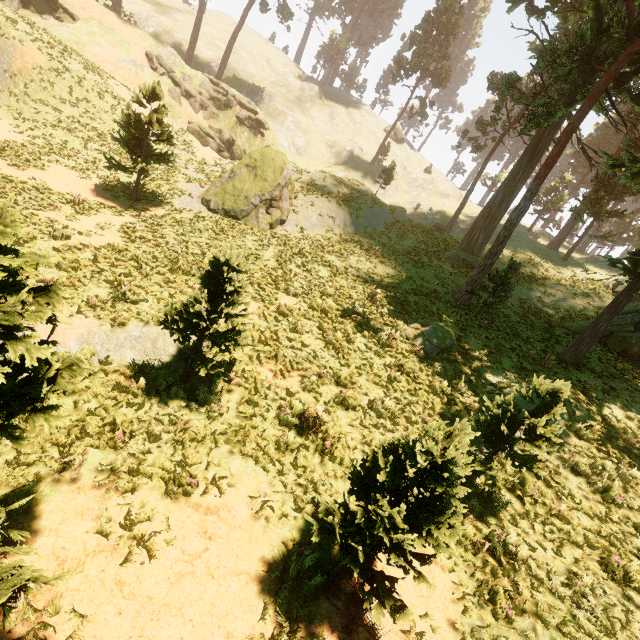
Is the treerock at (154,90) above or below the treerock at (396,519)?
above

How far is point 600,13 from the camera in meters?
16.8

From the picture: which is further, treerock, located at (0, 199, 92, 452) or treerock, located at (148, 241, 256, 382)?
treerock, located at (148, 241, 256, 382)

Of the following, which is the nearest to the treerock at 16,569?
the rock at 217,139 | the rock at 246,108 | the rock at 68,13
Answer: the rock at 68,13

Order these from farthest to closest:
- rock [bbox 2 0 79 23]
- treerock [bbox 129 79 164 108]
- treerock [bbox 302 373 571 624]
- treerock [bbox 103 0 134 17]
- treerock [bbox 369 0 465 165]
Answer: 1. treerock [bbox 369 0 465 165]
2. treerock [bbox 103 0 134 17]
3. rock [bbox 2 0 79 23]
4. treerock [bbox 129 79 164 108]
5. treerock [bbox 302 373 571 624]

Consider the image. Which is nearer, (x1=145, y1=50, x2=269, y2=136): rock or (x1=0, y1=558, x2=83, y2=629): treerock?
(x1=0, y1=558, x2=83, y2=629): treerock

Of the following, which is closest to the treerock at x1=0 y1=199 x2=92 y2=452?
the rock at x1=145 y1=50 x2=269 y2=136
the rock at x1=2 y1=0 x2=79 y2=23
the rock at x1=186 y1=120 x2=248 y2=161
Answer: the rock at x1=2 y1=0 x2=79 y2=23
